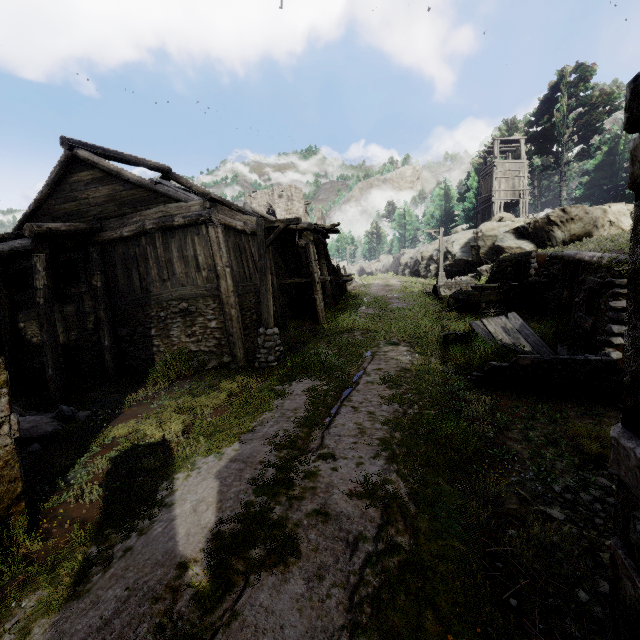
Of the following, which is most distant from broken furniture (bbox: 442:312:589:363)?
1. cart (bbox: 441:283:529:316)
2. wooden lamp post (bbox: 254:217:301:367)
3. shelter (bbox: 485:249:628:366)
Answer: wooden lamp post (bbox: 254:217:301:367)

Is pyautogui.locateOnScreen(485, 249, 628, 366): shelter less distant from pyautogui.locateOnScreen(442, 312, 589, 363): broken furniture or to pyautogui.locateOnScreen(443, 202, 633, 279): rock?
pyautogui.locateOnScreen(442, 312, 589, 363): broken furniture

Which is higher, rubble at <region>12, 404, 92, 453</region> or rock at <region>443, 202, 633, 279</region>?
rock at <region>443, 202, 633, 279</region>

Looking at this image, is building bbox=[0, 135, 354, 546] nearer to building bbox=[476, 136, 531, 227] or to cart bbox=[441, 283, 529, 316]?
cart bbox=[441, 283, 529, 316]

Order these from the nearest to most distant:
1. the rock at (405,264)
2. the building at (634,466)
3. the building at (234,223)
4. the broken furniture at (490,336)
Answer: the building at (634,466) → the broken furniture at (490,336) → the building at (234,223) → the rock at (405,264)

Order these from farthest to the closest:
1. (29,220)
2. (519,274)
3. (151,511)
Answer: (519,274) < (29,220) < (151,511)

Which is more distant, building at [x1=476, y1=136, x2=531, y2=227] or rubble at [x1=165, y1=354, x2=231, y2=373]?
building at [x1=476, y1=136, x2=531, y2=227]

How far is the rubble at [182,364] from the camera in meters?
10.2 m
